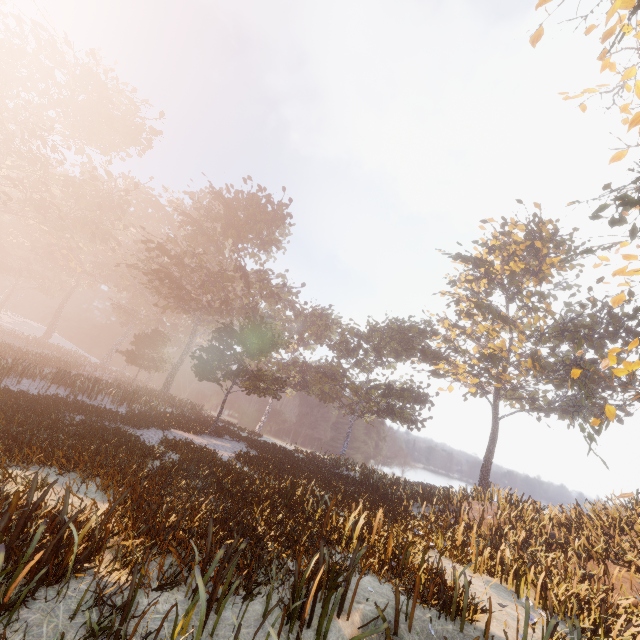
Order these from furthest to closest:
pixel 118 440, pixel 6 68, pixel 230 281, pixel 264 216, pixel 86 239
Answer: pixel 86 239, pixel 264 216, pixel 230 281, pixel 6 68, pixel 118 440
